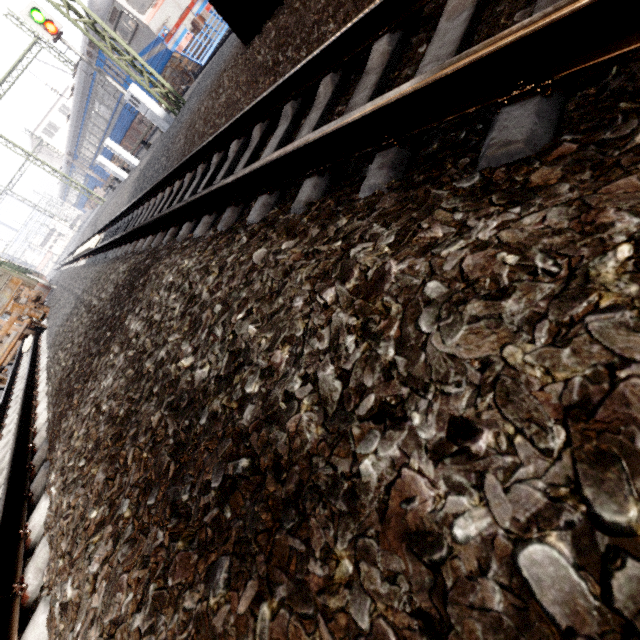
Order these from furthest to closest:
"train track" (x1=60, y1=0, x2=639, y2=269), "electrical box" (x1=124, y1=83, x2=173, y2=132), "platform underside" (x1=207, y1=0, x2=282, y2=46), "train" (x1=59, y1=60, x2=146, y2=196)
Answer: "train" (x1=59, y1=60, x2=146, y2=196), "electrical box" (x1=124, y1=83, x2=173, y2=132), "platform underside" (x1=207, y1=0, x2=282, y2=46), "train track" (x1=60, y1=0, x2=639, y2=269)

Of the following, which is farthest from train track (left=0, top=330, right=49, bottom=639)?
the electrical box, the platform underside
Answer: the electrical box

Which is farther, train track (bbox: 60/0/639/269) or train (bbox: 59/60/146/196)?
train (bbox: 59/60/146/196)

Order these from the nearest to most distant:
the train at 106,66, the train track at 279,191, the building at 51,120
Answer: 1. the train track at 279,191
2. the train at 106,66
3. the building at 51,120

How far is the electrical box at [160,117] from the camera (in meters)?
10.41

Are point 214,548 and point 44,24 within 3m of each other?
no

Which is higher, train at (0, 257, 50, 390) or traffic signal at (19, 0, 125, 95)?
traffic signal at (19, 0, 125, 95)

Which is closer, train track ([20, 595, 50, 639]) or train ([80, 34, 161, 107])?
train track ([20, 595, 50, 639])
